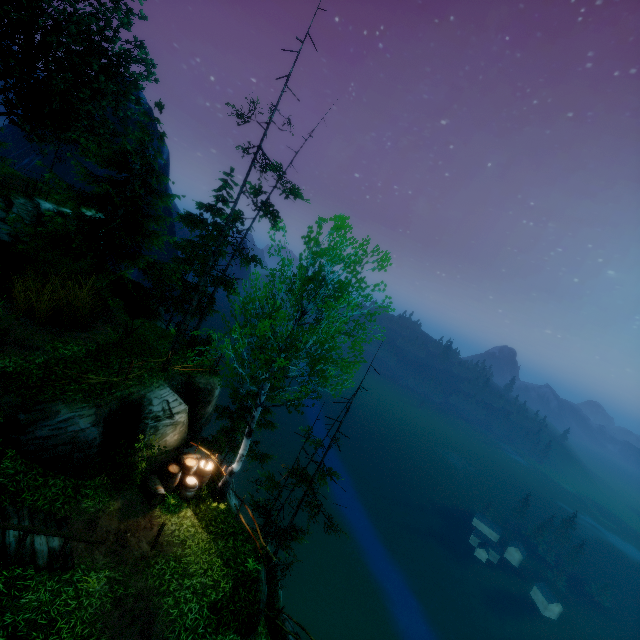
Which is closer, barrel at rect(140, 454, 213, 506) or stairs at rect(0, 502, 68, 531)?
stairs at rect(0, 502, 68, 531)

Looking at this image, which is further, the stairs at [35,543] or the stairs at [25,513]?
the stairs at [25,513]

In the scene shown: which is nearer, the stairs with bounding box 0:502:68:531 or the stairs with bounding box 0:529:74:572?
the stairs with bounding box 0:529:74:572

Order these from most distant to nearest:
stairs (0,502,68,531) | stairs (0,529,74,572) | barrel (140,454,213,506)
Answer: barrel (140,454,213,506)
stairs (0,502,68,531)
stairs (0,529,74,572)

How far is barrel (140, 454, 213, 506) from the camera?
12.6m

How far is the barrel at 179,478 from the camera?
12.6m

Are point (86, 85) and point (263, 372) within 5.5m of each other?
no
